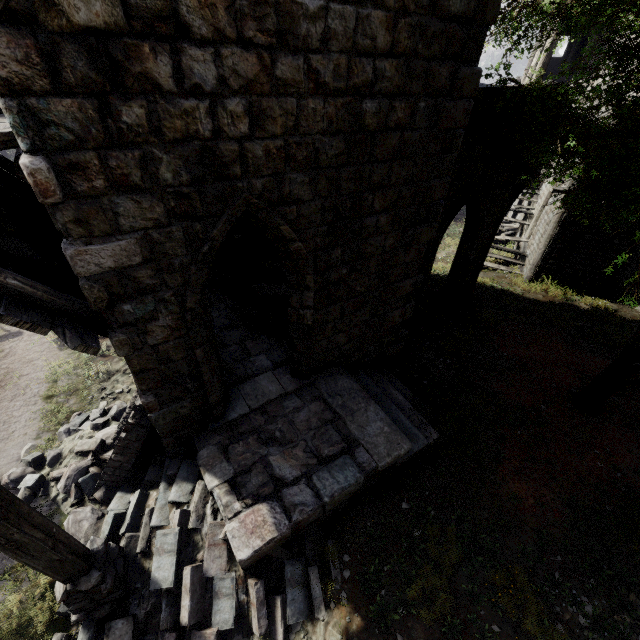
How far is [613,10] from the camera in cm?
350

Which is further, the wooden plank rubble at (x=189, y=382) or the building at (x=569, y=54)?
the building at (x=569, y=54)

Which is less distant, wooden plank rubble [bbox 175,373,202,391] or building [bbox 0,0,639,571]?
building [bbox 0,0,639,571]

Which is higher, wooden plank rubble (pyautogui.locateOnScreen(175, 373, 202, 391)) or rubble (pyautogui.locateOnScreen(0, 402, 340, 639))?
wooden plank rubble (pyautogui.locateOnScreen(175, 373, 202, 391))

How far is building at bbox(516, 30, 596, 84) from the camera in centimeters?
1327cm

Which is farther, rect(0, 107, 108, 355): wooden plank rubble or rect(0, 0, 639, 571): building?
rect(0, 107, 108, 355): wooden plank rubble

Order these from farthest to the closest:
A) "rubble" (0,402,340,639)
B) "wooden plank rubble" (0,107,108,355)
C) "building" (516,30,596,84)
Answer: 1. "building" (516,30,596,84)
2. "rubble" (0,402,340,639)
3. "wooden plank rubble" (0,107,108,355)
